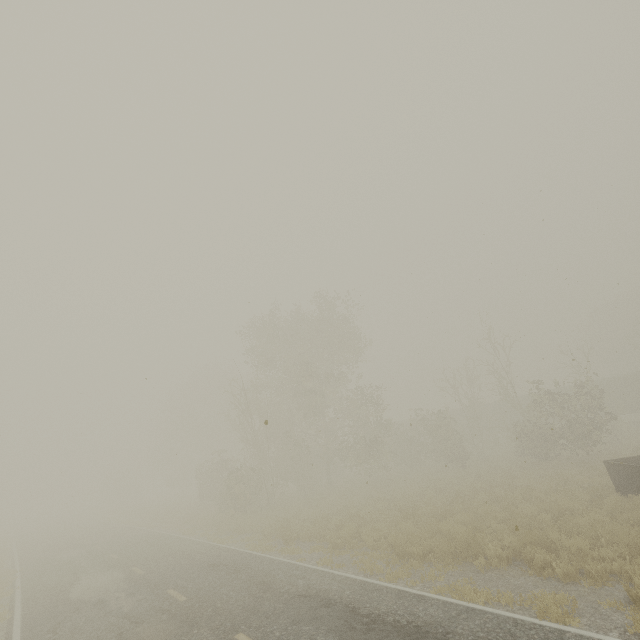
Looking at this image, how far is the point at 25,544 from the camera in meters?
27.5 m

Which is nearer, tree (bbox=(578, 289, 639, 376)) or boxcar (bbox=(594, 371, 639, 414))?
boxcar (bbox=(594, 371, 639, 414))

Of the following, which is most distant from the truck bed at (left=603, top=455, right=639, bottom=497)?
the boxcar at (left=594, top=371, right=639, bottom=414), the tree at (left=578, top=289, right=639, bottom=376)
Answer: the tree at (left=578, top=289, right=639, bottom=376)

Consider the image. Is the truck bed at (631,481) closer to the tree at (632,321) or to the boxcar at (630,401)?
the boxcar at (630,401)

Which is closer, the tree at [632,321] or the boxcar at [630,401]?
the boxcar at [630,401]

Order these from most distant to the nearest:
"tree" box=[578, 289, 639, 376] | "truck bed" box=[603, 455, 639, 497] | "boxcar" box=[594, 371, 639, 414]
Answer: "tree" box=[578, 289, 639, 376], "boxcar" box=[594, 371, 639, 414], "truck bed" box=[603, 455, 639, 497]

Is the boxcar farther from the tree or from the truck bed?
the truck bed
